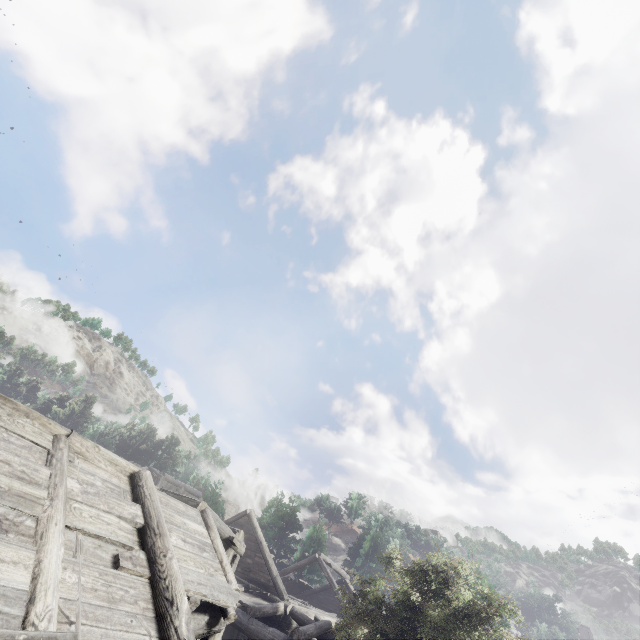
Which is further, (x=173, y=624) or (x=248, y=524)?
(x=248, y=524)
